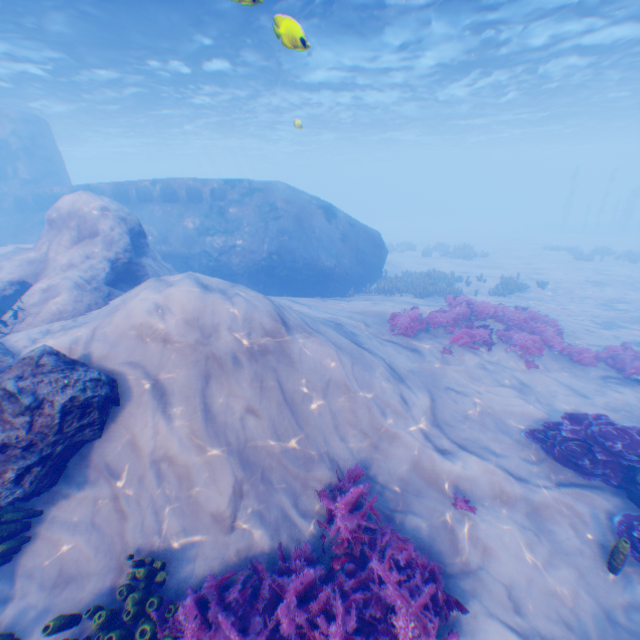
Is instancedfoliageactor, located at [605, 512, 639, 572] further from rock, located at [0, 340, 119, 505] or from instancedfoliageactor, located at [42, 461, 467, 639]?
rock, located at [0, 340, 119, 505]

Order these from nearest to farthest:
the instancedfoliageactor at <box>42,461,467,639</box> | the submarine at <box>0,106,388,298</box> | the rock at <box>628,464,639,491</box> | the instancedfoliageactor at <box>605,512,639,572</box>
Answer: the instancedfoliageactor at <box>42,461,467,639</box>
the instancedfoliageactor at <box>605,512,639,572</box>
the rock at <box>628,464,639,491</box>
the submarine at <box>0,106,388,298</box>

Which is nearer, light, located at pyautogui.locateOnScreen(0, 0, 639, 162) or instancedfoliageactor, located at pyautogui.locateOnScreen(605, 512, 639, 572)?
instancedfoliageactor, located at pyautogui.locateOnScreen(605, 512, 639, 572)

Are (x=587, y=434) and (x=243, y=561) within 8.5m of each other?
yes

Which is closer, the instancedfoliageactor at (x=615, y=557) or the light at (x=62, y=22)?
the instancedfoliageactor at (x=615, y=557)

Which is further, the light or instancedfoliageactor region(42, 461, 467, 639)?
the light

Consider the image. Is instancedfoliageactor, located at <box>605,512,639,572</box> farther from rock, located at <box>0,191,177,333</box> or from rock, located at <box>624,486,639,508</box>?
rock, located at <box>0,191,177,333</box>

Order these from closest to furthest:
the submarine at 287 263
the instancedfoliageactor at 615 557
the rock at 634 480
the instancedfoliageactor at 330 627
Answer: the instancedfoliageactor at 330 627
the instancedfoliageactor at 615 557
the rock at 634 480
the submarine at 287 263
